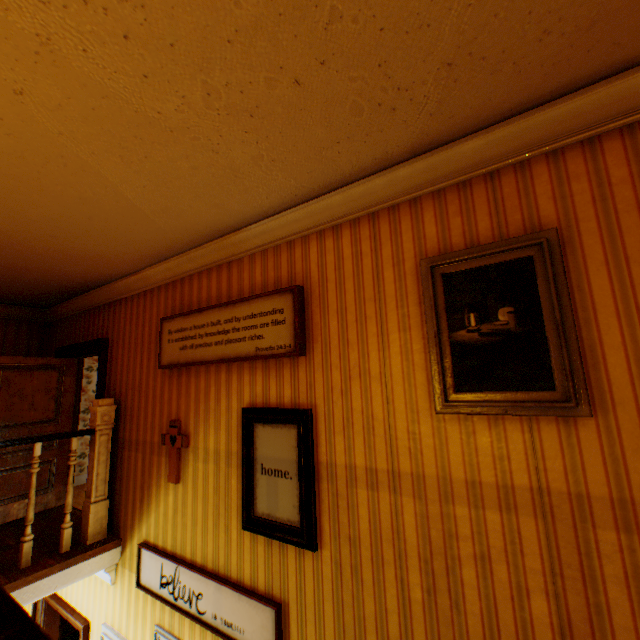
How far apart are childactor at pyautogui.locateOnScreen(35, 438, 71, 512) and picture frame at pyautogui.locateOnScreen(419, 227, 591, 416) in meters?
5.7 m

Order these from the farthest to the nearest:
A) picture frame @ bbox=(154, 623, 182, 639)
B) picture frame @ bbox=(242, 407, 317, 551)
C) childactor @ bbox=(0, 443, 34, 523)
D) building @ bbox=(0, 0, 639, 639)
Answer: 1. childactor @ bbox=(0, 443, 34, 523)
2. picture frame @ bbox=(154, 623, 182, 639)
3. picture frame @ bbox=(242, 407, 317, 551)
4. building @ bbox=(0, 0, 639, 639)

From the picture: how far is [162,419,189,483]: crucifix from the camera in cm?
331

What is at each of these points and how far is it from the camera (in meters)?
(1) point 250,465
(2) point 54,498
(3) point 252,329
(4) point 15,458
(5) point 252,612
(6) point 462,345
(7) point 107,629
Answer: (1) picture frame, 2.77
(2) childactor, 4.88
(3) picture frame, 2.88
(4) childactor, 4.53
(5) picture frame, 2.57
(6) picture frame, 1.96
(7) picture frame, 3.65

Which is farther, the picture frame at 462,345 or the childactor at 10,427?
the childactor at 10,427

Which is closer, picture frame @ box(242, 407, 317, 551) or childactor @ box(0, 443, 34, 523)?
picture frame @ box(242, 407, 317, 551)

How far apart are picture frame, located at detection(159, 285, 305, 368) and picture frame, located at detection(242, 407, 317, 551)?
0.4m

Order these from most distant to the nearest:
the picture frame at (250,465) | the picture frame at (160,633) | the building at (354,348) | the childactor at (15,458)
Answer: the childactor at (15,458), the picture frame at (160,633), the picture frame at (250,465), the building at (354,348)
